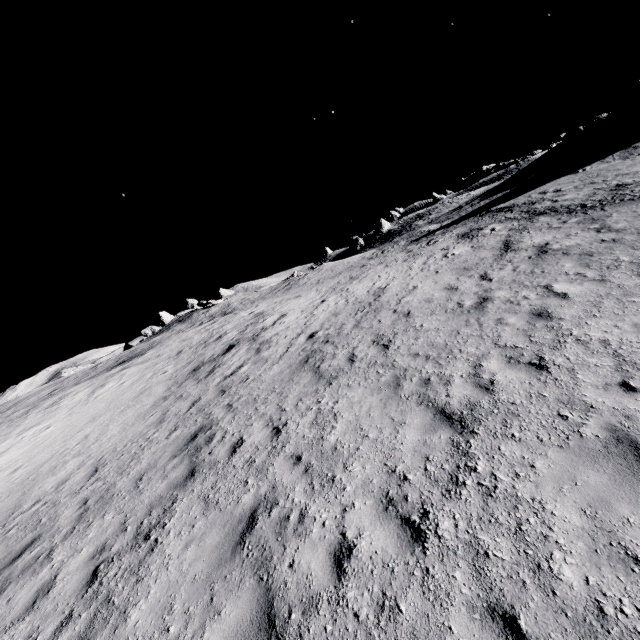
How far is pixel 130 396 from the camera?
13.9 meters
